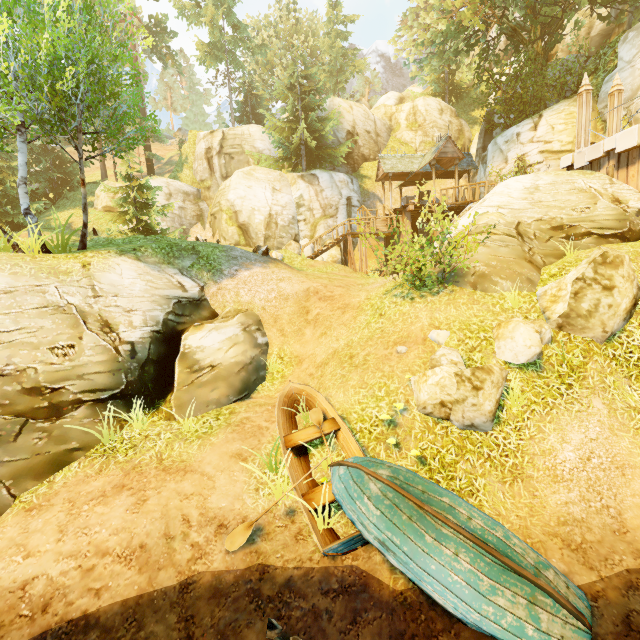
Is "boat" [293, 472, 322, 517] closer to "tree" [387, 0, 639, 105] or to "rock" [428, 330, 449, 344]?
"rock" [428, 330, 449, 344]

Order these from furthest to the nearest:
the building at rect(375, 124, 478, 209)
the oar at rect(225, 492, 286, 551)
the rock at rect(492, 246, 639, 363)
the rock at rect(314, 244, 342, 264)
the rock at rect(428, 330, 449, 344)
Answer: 1. the rock at rect(314, 244, 342, 264)
2. the building at rect(375, 124, 478, 209)
3. the rock at rect(428, 330, 449, 344)
4. the rock at rect(492, 246, 639, 363)
5. the oar at rect(225, 492, 286, 551)

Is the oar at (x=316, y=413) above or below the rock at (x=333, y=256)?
below

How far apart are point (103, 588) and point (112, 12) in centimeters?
5209cm

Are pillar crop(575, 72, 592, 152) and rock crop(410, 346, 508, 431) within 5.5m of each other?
no

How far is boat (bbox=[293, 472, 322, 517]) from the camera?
5.71m

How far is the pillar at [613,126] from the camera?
12.2m

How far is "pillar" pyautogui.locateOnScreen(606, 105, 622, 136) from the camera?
12.25m
